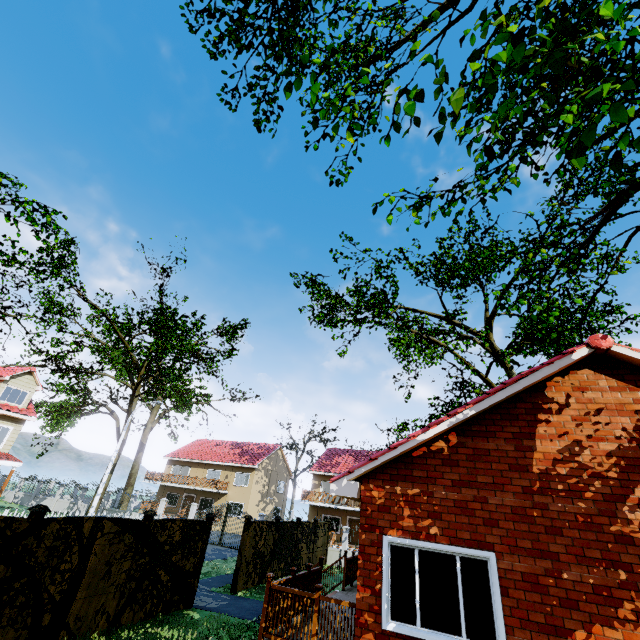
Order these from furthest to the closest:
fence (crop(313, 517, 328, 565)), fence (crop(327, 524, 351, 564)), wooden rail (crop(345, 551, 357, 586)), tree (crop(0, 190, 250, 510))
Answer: tree (crop(0, 190, 250, 510)) → fence (crop(327, 524, 351, 564)) → fence (crop(313, 517, 328, 565)) → wooden rail (crop(345, 551, 357, 586))

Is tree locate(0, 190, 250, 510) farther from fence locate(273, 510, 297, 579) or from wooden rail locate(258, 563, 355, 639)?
wooden rail locate(258, 563, 355, 639)

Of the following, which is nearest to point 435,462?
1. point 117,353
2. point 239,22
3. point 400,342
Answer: point 239,22

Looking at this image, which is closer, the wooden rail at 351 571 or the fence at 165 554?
the fence at 165 554

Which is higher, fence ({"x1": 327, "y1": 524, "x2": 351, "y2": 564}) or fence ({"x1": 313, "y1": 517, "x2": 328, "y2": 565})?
fence ({"x1": 313, "y1": 517, "x2": 328, "y2": 565})

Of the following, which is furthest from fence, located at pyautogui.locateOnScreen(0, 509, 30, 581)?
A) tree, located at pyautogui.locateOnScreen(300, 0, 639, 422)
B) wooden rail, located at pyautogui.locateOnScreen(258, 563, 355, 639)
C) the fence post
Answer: wooden rail, located at pyautogui.locateOnScreen(258, 563, 355, 639)

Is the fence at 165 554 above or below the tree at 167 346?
below

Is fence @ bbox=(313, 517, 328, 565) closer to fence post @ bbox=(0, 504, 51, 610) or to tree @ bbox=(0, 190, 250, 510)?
tree @ bbox=(0, 190, 250, 510)
